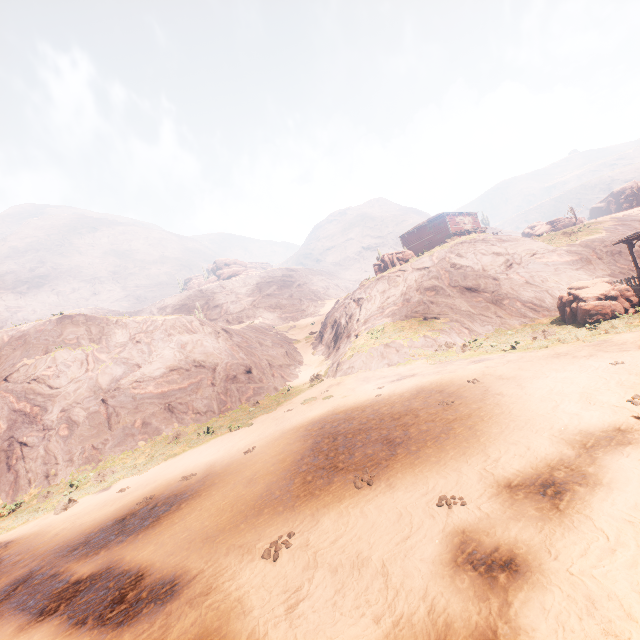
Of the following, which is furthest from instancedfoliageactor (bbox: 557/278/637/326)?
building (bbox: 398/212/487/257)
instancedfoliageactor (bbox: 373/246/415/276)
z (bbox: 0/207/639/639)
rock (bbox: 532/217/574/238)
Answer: rock (bbox: 532/217/574/238)

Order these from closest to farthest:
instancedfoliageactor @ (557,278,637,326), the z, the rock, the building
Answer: the z, instancedfoliageactor @ (557,278,637,326), the building, the rock

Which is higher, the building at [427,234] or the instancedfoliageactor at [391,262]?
the building at [427,234]

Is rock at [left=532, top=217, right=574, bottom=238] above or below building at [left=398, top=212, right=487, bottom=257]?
below

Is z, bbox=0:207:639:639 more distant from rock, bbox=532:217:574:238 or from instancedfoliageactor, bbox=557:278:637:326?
rock, bbox=532:217:574:238

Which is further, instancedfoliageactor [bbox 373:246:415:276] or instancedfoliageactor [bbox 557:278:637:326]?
instancedfoliageactor [bbox 373:246:415:276]

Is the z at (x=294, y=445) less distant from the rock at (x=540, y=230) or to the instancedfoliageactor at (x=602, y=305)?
the instancedfoliageactor at (x=602, y=305)

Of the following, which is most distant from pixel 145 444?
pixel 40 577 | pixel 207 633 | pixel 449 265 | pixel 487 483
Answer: pixel 449 265
